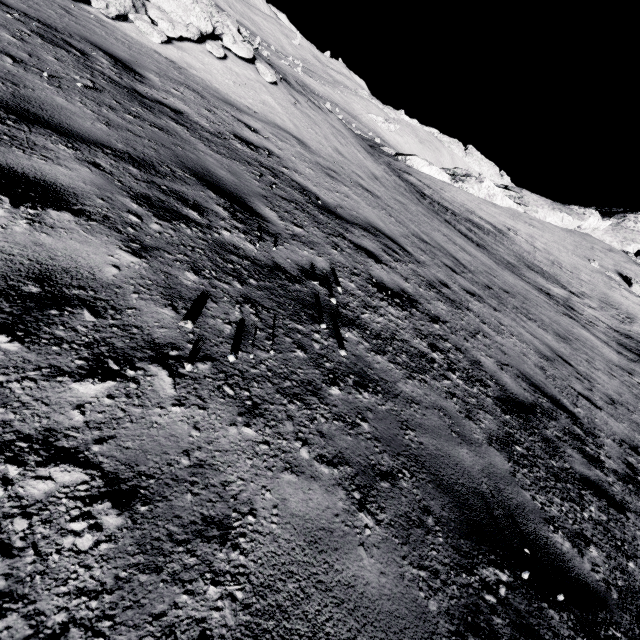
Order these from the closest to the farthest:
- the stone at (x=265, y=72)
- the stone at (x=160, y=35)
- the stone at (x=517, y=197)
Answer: the stone at (x=160, y=35), the stone at (x=265, y=72), the stone at (x=517, y=197)

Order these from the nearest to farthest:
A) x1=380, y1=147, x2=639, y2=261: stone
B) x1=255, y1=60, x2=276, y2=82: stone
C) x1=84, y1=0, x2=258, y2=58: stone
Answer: x1=84, y1=0, x2=258, y2=58: stone
x1=255, y1=60, x2=276, y2=82: stone
x1=380, y1=147, x2=639, y2=261: stone

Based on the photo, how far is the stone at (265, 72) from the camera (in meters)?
9.88

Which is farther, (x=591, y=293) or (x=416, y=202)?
(x=591, y=293)

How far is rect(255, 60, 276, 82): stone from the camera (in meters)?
9.88

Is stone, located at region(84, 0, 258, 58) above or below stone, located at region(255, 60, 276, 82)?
below

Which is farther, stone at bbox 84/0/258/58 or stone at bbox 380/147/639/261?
stone at bbox 380/147/639/261
